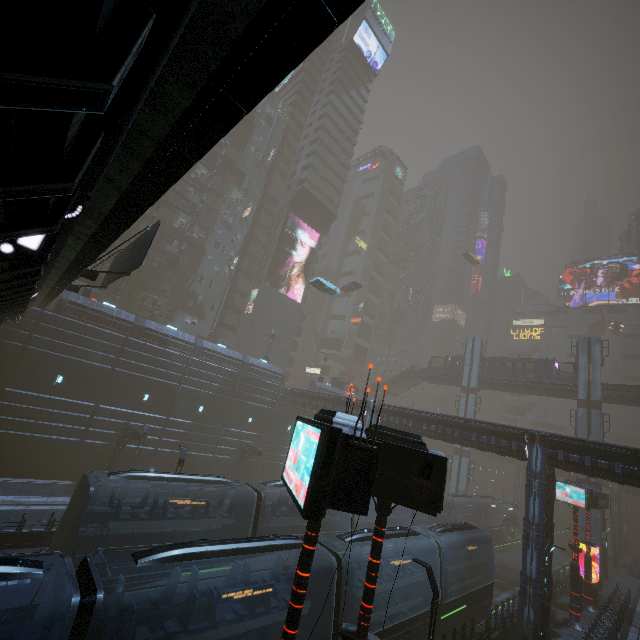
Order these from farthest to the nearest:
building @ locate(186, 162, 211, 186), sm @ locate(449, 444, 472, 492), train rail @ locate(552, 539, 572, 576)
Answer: building @ locate(186, 162, 211, 186)
sm @ locate(449, 444, 472, 492)
train rail @ locate(552, 539, 572, 576)

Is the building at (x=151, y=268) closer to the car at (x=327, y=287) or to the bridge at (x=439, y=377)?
the car at (x=327, y=287)

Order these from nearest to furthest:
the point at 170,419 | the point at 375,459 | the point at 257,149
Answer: the point at 375,459, the point at 170,419, the point at 257,149

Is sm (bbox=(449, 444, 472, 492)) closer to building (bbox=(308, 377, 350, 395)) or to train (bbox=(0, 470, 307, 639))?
building (bbox=(308, 377, 350, 395))

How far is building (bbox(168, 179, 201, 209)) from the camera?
44.4m

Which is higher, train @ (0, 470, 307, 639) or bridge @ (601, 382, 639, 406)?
bridge @ (601, 382, 639, 406)

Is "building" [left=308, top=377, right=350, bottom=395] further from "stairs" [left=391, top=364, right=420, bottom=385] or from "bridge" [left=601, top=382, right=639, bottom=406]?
"bridge" [left=601, top=382, right=639, bottom=406]

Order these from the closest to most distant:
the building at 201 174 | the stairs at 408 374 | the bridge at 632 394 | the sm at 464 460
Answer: the bridge at 632 394, the sm at 464 460, the building at 201 174, the stairs at 408 374
